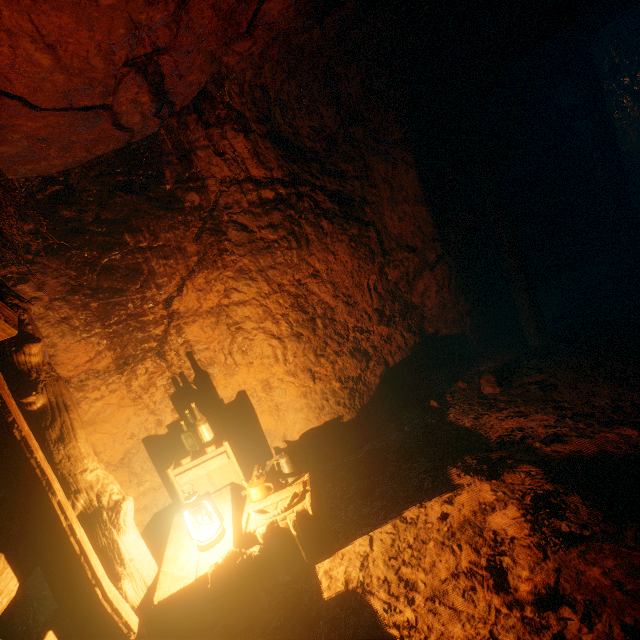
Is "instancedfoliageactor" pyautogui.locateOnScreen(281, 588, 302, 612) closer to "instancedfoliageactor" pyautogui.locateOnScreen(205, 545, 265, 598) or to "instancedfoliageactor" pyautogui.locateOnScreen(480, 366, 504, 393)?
"instancedfoliageactor" pyautogui.locateOnScreen(205, 545, 265, 598)

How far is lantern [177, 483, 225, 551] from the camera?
2.53m

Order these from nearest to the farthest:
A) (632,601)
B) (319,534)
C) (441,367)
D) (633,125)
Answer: (632,601)
(319,534)
(441,367)
(633,125)

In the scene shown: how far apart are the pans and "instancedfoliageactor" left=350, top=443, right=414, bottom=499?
0.59m

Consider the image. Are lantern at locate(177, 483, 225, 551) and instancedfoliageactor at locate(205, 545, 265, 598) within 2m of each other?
yes

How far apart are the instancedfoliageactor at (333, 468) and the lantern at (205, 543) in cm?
136

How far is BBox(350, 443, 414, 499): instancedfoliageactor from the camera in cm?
322

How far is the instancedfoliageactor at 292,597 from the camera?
2.4 meters
